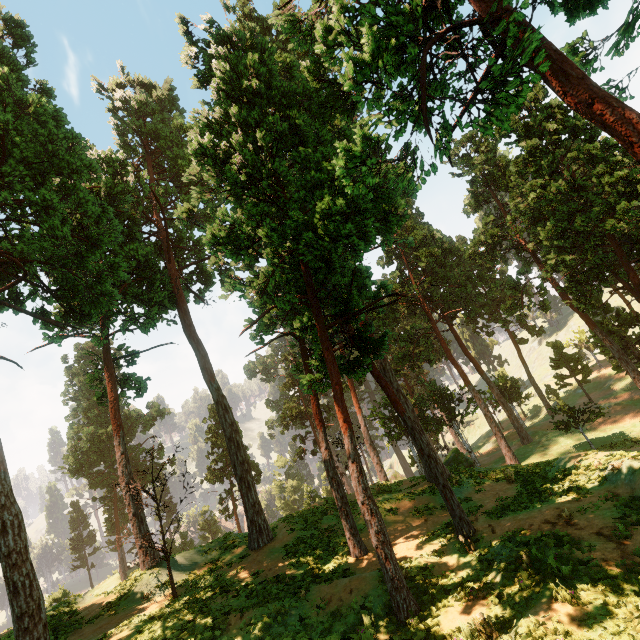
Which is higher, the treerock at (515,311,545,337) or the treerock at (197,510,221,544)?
the treerock at (515,311,545,337)

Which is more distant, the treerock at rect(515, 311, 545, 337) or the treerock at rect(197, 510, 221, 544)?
the treerock at rect(197, 510, 221, 544)

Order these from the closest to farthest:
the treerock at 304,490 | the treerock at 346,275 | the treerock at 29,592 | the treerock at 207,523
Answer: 1. the treerock at 346,275
2. the treerock at 29,592
3. the treerock at 304,490
4. the treerock at 207,523

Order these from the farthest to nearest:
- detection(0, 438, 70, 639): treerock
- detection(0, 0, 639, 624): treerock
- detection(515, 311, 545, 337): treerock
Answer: detection(515, 311, 545, 337): treerock < detection(0, 438, 70, 639): treerock < detection(0, 0, 639, 624): treerock

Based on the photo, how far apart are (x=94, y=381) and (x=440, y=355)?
54.1 meters

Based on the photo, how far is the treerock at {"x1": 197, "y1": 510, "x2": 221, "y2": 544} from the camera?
56.97m

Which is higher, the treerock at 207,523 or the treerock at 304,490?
the treerock at 304,490
